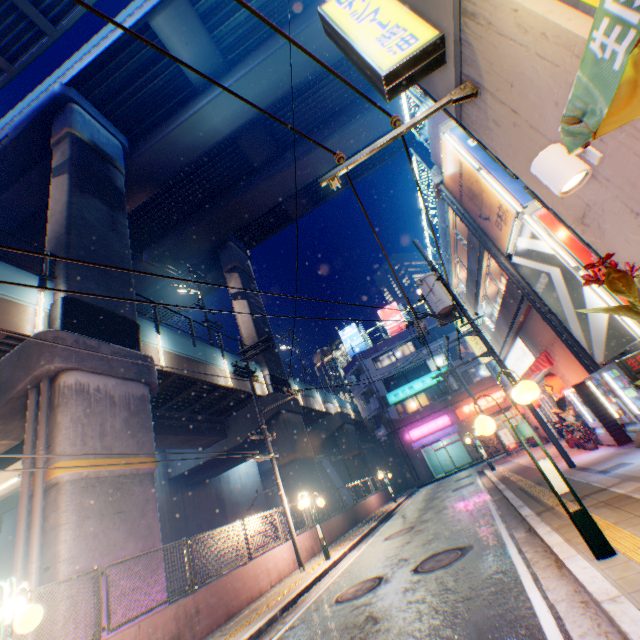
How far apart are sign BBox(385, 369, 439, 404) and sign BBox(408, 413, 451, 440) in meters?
3.0

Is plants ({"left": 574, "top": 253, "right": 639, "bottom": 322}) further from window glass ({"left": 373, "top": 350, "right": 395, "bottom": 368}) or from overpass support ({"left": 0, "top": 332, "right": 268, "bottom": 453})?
window glass ({"left": 373, "top": 350, "right": 395, "bottom": 368})

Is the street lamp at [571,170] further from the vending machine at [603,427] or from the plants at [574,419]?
the plants at [574,419]

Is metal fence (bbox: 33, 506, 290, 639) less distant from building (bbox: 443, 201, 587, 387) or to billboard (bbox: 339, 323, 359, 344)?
building (bbox: 443, 201, 587, 387)

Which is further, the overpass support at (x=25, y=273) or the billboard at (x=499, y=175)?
the overpass support at (x=25, y=273)

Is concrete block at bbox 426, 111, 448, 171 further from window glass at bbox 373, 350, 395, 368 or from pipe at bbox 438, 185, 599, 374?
window glass at bbox 373, 350, 395, 368

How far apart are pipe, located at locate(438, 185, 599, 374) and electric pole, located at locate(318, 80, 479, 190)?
9.2m

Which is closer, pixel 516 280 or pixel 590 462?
pixel 590 462
